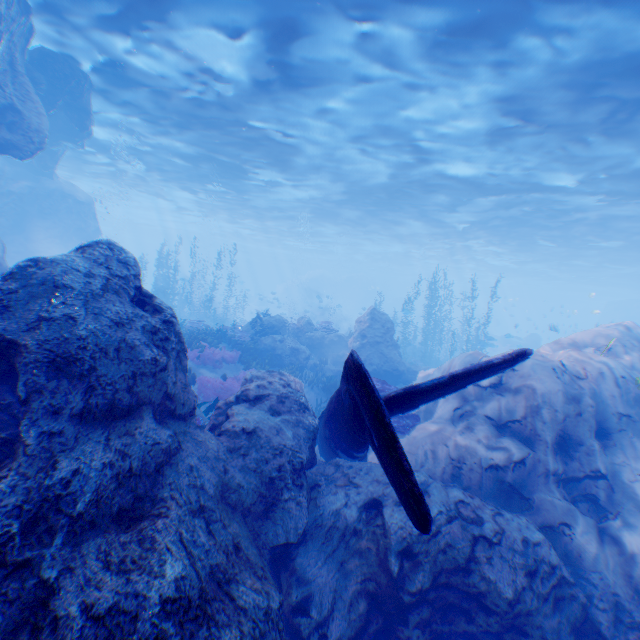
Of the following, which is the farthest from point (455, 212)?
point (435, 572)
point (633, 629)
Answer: point (435, 572)

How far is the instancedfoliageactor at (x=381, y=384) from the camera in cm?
1037

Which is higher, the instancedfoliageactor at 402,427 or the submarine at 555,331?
the submarine at 555,331

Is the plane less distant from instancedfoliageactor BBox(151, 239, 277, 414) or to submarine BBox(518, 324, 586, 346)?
instancedfoliageactor BBox(151, 239, 277, 414)

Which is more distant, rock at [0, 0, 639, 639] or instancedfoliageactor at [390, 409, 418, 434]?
instancedfoliageactor at [390, 409, 418, 434]

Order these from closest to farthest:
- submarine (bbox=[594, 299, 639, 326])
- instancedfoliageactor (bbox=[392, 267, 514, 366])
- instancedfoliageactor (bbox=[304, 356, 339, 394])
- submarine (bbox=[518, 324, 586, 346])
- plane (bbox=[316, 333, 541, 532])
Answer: plane (bbox=[316, 333, 541, 532]) → instancedfoliageactor (bbox=[304, 356, 339, 394]) → instancedfoliageactor (bbox=[392, 267, 514, 366]) → submarine (bbox=[518, 324, 586, 346]) → submarine (bbox=[594, 299, 639, 326])

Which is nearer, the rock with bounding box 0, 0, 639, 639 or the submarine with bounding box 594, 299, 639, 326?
the rock with bounding box 0, 0, 639, 639
